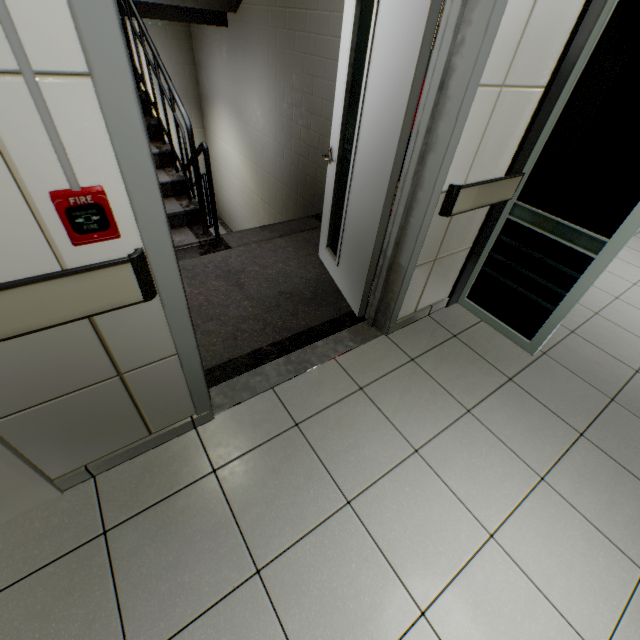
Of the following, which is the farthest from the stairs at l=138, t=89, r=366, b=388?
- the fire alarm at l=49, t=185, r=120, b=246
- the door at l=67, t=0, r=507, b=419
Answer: the fire alarm at l=49, t=185, r=120, b=246

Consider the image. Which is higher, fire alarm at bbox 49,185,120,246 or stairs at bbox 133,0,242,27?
stairs at bbox 133,0,242,27

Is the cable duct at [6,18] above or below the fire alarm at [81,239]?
above

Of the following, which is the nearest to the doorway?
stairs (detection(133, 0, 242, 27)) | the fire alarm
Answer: stairs (detection(133, 0, 242, 27))

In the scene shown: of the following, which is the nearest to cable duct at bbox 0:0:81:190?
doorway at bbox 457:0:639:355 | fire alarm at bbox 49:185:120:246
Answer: fire alarm at bbox 49:185:120:246

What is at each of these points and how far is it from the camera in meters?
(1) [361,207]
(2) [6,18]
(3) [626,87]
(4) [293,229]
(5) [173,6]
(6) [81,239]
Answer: (1) door, 2.3 m
(2) cable duct, 0.6 m
(3) doorway, 1.7 m
(4) stairs, 3.7 m
(5) stairs, 4.0 m
(6) fire alarm, 0.9 m

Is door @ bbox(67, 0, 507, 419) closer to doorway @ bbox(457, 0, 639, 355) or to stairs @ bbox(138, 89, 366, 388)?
stairs @ bbox(138, 89, 366, 388)

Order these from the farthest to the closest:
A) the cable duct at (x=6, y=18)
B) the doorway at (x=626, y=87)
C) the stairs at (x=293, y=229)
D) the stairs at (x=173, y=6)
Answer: the stairs at (x=173, y=6) → the stairs at (x=293, y=229) → the doorway at (x=626, y=87) → the cable duct at (x=6, y=18)
